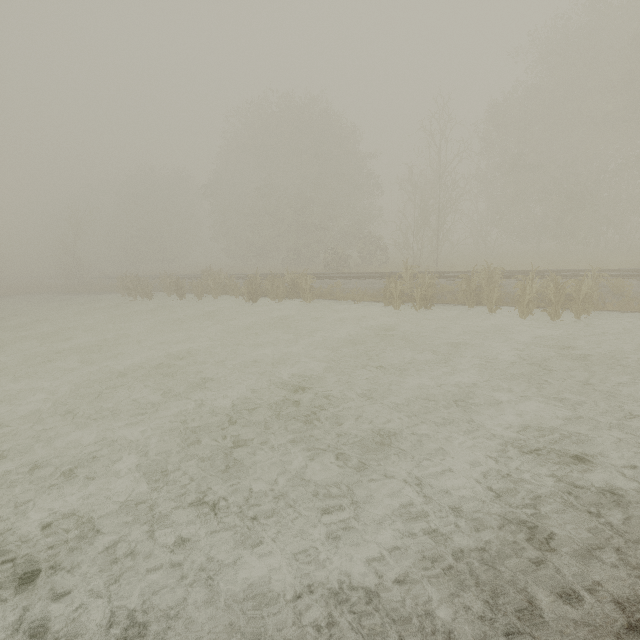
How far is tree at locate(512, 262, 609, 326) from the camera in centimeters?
1050cm

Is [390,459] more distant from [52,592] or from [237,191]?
[237,191]

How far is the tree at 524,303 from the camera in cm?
1050
